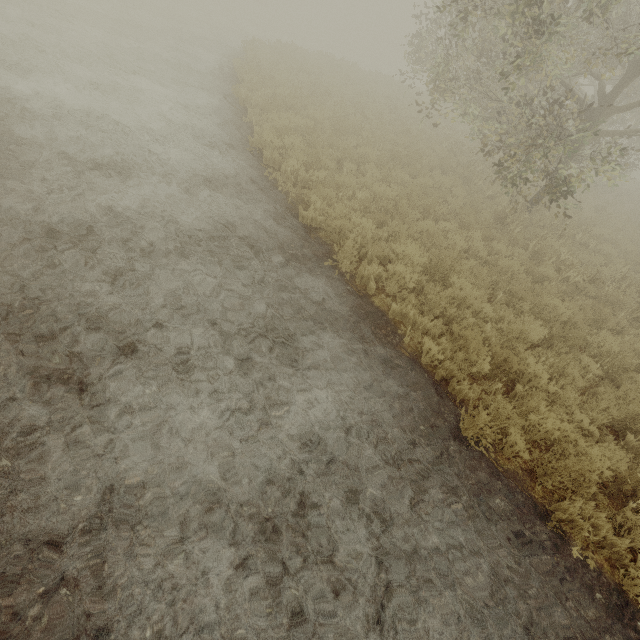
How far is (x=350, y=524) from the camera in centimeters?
339cm
